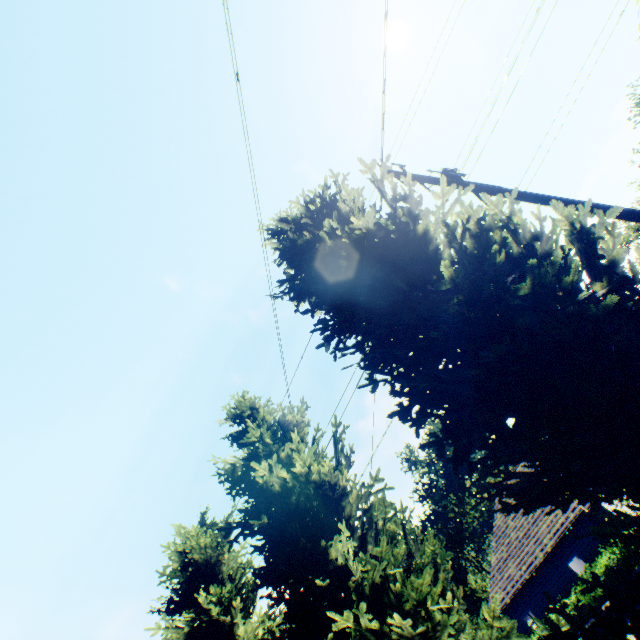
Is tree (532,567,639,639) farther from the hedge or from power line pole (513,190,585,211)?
the hedge

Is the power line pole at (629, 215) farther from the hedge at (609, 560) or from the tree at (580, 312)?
the hedge at (609, 560)

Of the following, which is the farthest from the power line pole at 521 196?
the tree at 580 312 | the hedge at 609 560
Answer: the hedge at 609 560

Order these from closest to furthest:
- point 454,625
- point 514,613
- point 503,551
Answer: point 454,625
point 514,613
point 503,551

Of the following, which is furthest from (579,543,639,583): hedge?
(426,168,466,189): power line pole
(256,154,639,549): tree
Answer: (426,168,466,189): power line pole

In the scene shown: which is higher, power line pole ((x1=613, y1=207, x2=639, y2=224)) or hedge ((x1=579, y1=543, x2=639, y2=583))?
power line pole ((x1=613, y1=207, x2=639, y2=224))
